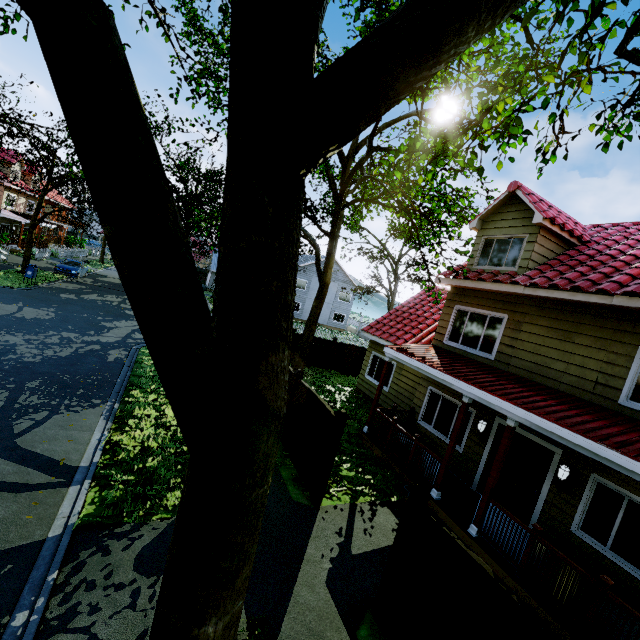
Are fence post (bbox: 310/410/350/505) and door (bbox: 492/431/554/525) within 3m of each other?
no

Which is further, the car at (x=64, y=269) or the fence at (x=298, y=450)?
the car at (x=64, y=269)

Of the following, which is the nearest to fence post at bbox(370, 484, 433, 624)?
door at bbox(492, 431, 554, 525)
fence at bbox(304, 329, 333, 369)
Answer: fence at bbox(304, 329, 333, 369)

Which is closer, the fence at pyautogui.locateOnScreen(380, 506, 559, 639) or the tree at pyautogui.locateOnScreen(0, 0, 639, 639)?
the tree at pyautogui.locateOnScreen(0, 0, 639, 639)

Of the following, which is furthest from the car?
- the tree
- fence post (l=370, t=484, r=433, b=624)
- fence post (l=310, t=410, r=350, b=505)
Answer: fence post (l=370, t=484, r=433, b=624)

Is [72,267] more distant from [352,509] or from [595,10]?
[595,10]

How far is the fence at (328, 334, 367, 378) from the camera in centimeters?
1998cm

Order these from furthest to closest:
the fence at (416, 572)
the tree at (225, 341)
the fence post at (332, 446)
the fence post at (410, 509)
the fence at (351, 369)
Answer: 1. the fence at (351, 369)
2. the fence post at (332, 446)
3. the fence post at (410, 509)
4. the fence at (416, 572)
5. the tree at (225, 341)
